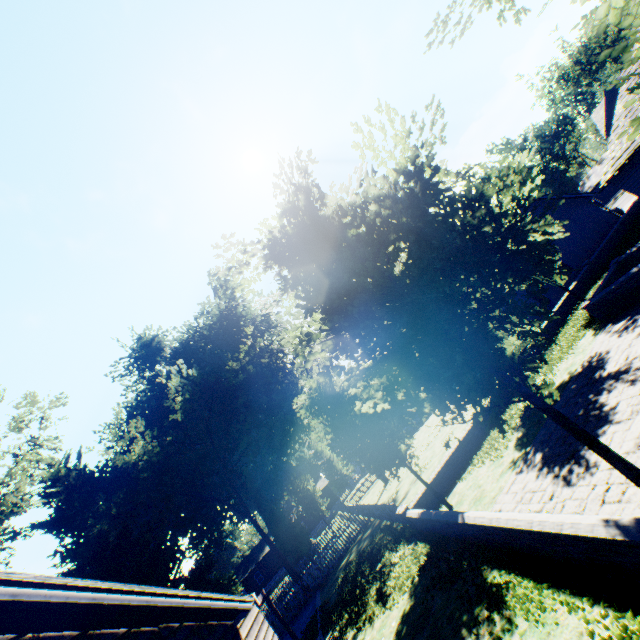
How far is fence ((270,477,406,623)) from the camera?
19.76m

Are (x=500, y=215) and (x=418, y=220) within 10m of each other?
yes

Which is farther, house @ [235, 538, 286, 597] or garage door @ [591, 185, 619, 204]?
garage door @ [591, 185, 619, 204]

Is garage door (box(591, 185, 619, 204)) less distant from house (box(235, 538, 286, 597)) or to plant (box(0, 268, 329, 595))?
plant (box(0, 268, 329, 595))

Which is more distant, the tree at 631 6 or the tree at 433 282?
the tree at 433 282

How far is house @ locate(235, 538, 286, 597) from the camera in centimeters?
5181cm

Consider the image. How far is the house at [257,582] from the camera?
51.81m

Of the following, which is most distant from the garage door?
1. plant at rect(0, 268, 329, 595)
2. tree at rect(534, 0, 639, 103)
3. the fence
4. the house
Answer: the house
